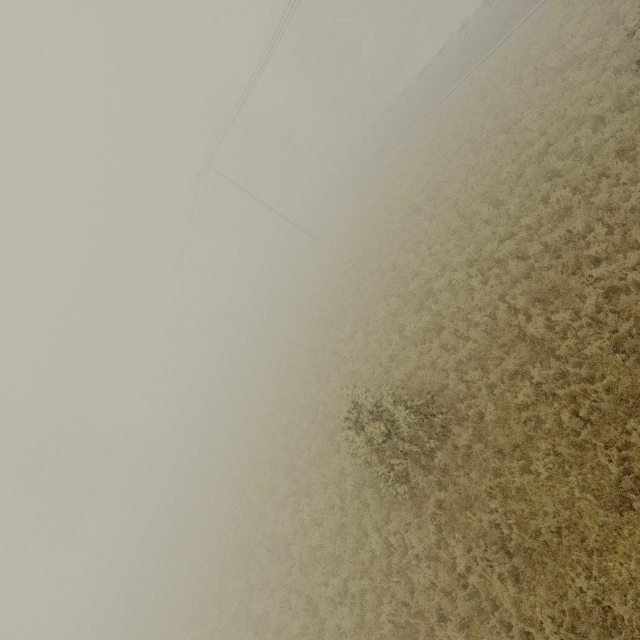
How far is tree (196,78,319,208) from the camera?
45.59m

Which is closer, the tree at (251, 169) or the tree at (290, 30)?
the tree at (290, 30)

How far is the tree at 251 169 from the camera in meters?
45.6 m

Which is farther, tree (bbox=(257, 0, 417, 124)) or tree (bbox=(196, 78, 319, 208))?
tree (bbox=(196, 78, 319, 208))

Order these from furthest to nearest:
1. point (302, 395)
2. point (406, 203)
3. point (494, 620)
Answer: point (406, 203), point (302, 395), point (494, 620)
